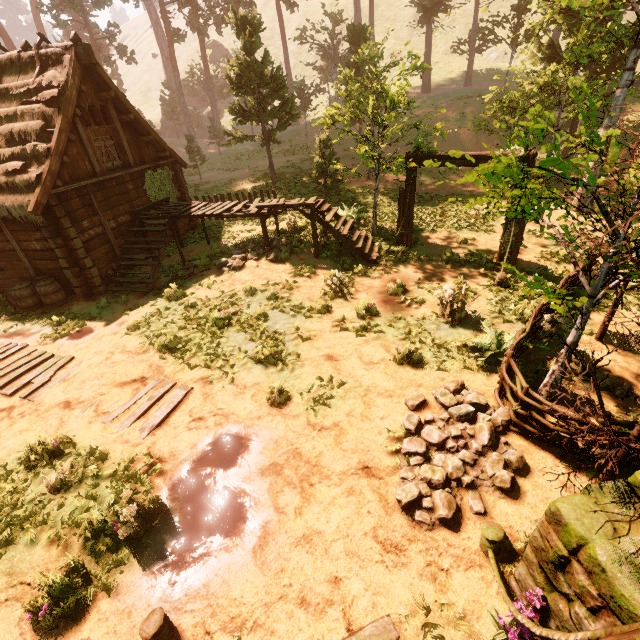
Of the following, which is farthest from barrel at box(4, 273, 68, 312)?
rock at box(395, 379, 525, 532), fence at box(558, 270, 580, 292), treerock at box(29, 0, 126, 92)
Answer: fence at box(558, 270, 580, 292)

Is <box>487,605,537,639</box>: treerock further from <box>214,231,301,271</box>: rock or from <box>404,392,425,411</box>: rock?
<box>214,231,301,271</box>: rock

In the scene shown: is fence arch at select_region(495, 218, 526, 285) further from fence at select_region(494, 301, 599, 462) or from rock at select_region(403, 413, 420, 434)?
fence at select_region(494, 301, 599, 462)

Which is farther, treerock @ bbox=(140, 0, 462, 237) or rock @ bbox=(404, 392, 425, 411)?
treerock @ bbox=(140, 0, 462, 237)

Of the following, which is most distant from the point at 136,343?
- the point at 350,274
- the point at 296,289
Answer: the point at 350,274

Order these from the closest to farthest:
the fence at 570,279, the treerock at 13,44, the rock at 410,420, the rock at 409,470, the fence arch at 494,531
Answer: the fence arch at 494,531
the rock at 409,470
the rock at 410,420
the fence at 570,279
the treerock at 13,44

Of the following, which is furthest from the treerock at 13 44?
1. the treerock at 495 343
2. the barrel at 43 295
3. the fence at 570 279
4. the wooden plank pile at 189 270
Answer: the barrel at 43 295

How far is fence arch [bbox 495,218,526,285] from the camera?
10.11m
